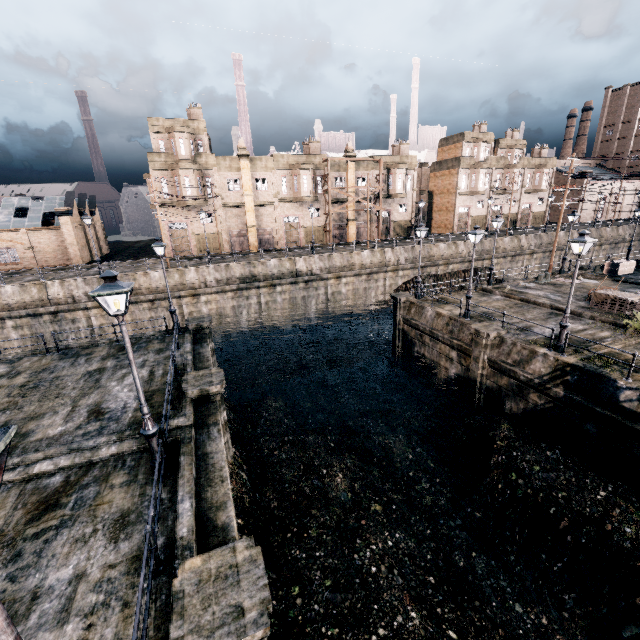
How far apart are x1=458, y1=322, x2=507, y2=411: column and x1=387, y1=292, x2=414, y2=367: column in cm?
694

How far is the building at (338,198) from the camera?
47.6m

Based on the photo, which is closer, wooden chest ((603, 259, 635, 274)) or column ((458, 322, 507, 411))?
column ((458, 322, 507, 411))

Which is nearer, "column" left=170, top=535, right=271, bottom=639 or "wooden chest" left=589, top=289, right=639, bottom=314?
"column" left=170, top=535, right=271, bottom=639

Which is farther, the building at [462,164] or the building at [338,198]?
the building at [462,164]

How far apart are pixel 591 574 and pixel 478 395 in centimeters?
953cm

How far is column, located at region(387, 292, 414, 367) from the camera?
25.95m

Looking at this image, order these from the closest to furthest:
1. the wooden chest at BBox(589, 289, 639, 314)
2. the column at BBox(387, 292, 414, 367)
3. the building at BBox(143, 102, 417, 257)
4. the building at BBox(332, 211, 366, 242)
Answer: the wooden chest at BBox(589, 289, 639, 314), the column at BBox(387, 292, 414, 367), the building at BBox(143, 102, 417, 257), the building at BBox(332, 211, 366, 242)
